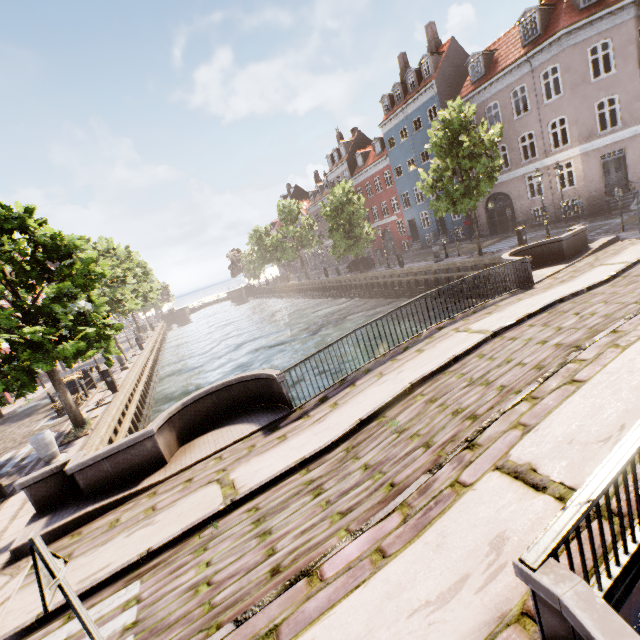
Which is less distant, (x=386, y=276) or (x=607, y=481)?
(x=607, y=481)

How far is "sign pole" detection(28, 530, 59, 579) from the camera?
2.6m

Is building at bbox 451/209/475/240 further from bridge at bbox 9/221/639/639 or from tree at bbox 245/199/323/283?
bridge at bbox 9/221/639/639

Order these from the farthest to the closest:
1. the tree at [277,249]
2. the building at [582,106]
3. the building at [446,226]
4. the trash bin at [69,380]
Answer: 1. the tree at [277,249]
2. the building at [446,226]
3. the building at [582,106]
4. the trash bin at [69,380]

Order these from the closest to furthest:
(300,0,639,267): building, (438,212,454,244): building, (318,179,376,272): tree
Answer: (300,0,639,267): building
(318,179,376,272): tree
(438,212,454,244): building

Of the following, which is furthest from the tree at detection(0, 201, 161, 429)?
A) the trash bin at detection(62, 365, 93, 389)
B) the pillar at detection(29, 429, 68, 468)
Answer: the trash bin at detection(62, 365, 93, 389)

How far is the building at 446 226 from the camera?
31.61m

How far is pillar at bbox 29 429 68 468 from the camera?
8.88m
